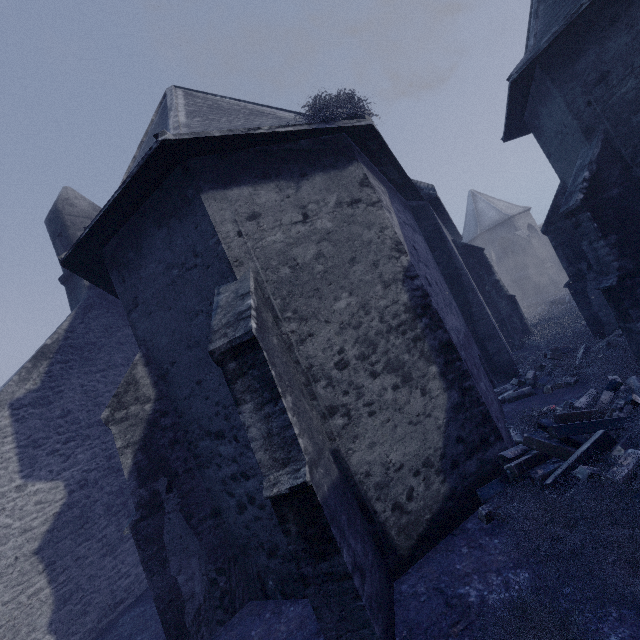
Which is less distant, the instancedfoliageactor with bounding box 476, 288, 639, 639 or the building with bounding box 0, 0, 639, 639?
the instancedfoliageactor with bounding box 476, 288, 639, 639

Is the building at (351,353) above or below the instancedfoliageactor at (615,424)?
above

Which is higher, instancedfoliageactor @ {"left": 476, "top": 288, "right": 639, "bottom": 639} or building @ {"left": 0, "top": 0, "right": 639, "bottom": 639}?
building @ {"left": 0, "top": 0, "right": 639, "bottom": 639}

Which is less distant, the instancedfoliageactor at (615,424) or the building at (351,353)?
the instancedfoliageactor at (615,424)

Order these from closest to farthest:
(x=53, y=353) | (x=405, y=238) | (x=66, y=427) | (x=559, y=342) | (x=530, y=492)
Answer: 1. (x=530, y=492)
2. (x=405, y=238)
3. (x=66, y=427)
4. (x=53, y=353)
5. (x=559, y=342)
